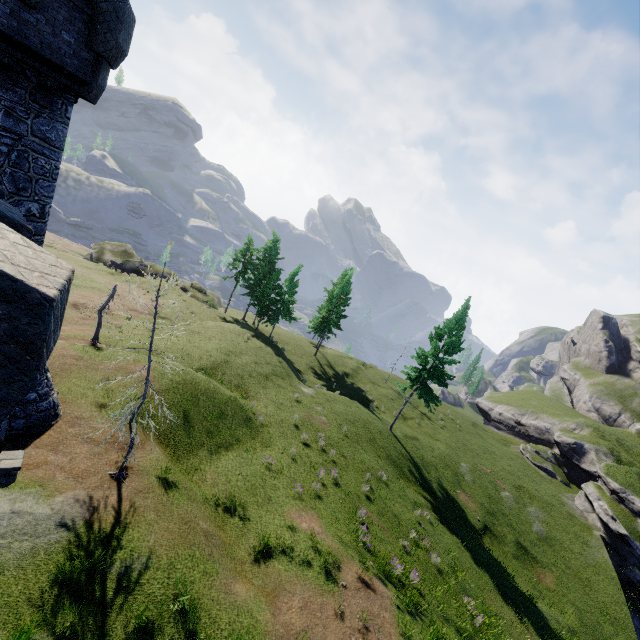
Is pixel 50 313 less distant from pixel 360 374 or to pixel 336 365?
pixel 336 365
